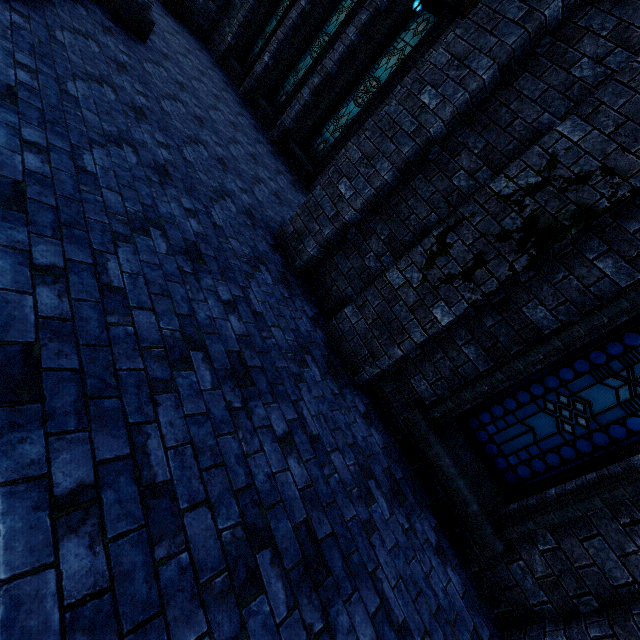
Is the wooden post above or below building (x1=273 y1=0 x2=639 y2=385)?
below

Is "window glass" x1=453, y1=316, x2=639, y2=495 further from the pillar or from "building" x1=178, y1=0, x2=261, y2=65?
the pillar

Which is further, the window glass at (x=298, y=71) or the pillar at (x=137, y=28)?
the window glass at (x=298, y=71)

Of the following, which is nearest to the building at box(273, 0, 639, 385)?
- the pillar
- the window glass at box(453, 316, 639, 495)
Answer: the pillar

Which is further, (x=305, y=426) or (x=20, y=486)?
(x=305, y=426)

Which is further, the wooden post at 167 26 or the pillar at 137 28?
the wooden post at 167 26
